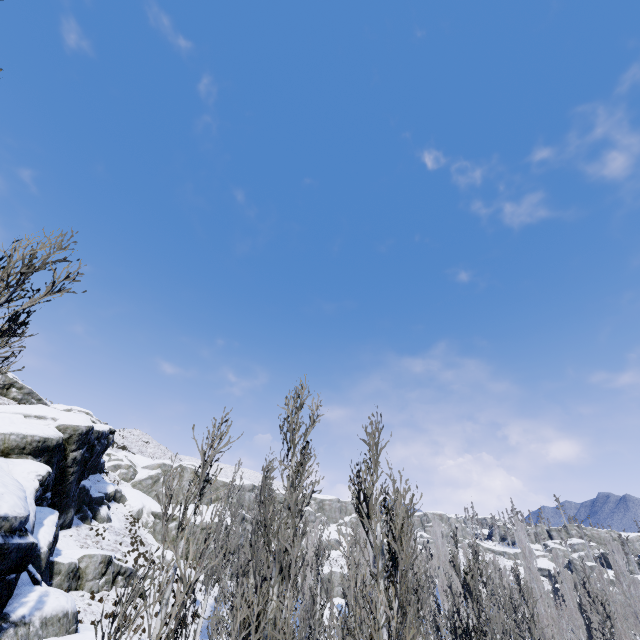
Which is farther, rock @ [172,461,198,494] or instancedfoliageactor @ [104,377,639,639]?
rock @ [172,461,198,494]

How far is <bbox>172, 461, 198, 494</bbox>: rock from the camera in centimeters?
4530cm

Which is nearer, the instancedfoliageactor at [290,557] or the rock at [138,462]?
the instancedfoliageactor at [290,557]

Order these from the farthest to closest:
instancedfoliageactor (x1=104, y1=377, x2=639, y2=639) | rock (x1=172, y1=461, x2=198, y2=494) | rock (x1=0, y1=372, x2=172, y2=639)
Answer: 1. rock (x1=172, y1=461, x2=198, y2=494)
2. rock (x1=0, y1=372, x2=172, y2=639)
3. instancedfoliageactor (x1=104, y1=377, x2=639, y2=639)

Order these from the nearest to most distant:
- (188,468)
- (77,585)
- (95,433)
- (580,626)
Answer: (77,585) → (95,433) → (580,626) → (188,468)

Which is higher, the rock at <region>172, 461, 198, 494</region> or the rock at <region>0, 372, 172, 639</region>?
the rock at <region>172, 461, 198, 494</region>

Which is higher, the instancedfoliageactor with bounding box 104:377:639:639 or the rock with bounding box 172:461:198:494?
the rock with bounding box 172:461:198:494
